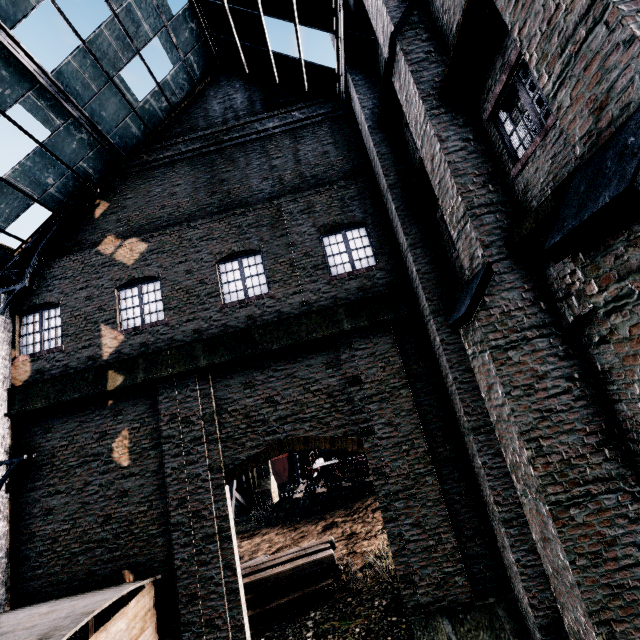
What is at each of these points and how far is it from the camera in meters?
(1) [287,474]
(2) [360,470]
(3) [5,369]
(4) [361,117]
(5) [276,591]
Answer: (1) ship, 45.9 m
(2) rail car, 25.3 m
(3) truss, 10.9 m
(4) building, 11.0 m
(5) wood pile, 12.1 m

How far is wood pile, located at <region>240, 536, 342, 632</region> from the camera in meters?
11.8

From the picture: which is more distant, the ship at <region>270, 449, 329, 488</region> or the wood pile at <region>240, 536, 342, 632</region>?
the ship at <region>270, 449, 329, 488</region>

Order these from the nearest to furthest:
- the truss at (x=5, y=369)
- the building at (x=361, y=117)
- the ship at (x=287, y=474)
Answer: the building at (x=361, y=117)
the truss at (x=5, y=369)
the ship at (x=287, y=474)

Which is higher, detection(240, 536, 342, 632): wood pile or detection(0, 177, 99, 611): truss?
detection(0, 177, 99, 611): truss

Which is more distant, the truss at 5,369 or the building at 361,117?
the truss at 5,369

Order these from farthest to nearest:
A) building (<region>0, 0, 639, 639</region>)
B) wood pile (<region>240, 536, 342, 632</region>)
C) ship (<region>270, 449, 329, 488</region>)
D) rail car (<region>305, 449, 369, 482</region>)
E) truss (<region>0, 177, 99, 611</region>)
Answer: ship (<region>270, 449, 329, 488</region>) < rail car (<region>305, 449, 369, 482</region>) < wood pile (<region>240, 536, 342, 632</region>) < truss (<region>0, 177, 99, 611</region>) < building (<region>0, 0, 639, 639</region>)

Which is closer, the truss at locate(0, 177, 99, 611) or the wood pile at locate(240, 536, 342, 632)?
the truss at locate(0, 177, 99, 611)
